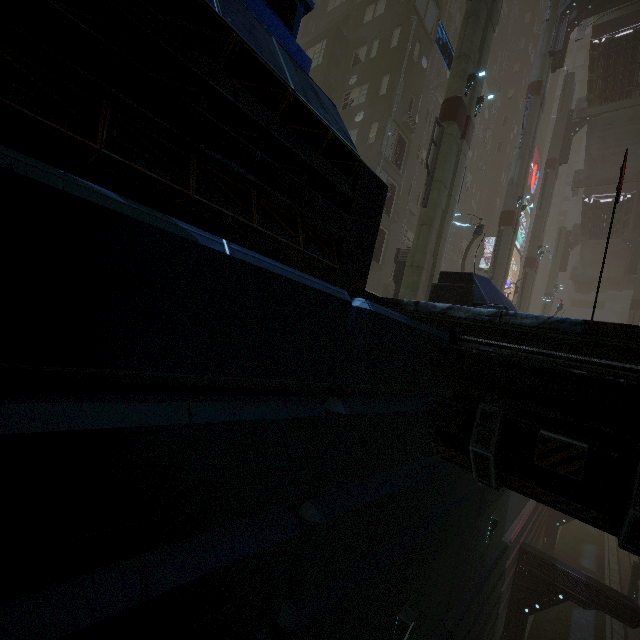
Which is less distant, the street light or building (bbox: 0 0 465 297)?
building (bbox: 0 0 465 297)

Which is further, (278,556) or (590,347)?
(590,347)

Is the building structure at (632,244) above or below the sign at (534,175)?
below

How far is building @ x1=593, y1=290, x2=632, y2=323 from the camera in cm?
4953

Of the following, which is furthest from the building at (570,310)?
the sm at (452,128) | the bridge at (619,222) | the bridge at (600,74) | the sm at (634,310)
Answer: the sm at (452,128)

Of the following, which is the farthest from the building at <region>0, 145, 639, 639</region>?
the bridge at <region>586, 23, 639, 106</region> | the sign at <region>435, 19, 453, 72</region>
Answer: the bridge at <region>586, 23, 639, 106</region>

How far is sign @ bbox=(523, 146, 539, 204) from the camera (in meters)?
44.33

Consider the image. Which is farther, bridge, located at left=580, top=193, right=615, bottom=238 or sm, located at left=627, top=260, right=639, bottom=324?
sm, located at left=627, top=260, right=639, bottom=324
